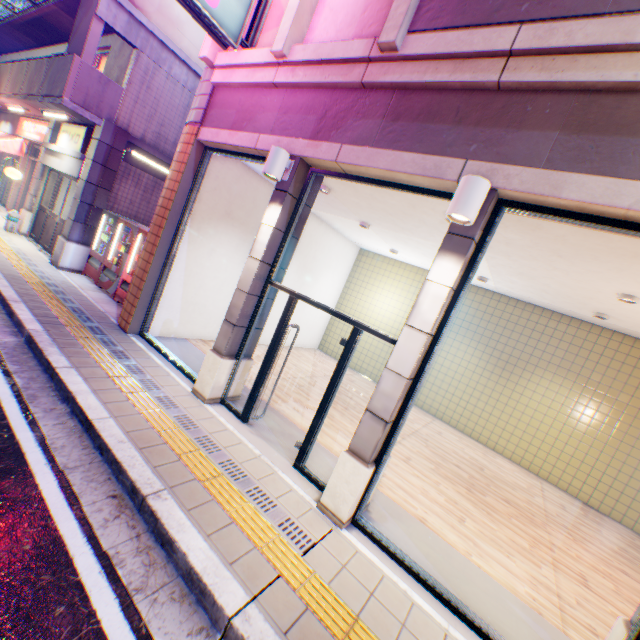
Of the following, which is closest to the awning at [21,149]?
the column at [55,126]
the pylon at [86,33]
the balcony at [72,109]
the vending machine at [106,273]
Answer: the balcony at [72,109]

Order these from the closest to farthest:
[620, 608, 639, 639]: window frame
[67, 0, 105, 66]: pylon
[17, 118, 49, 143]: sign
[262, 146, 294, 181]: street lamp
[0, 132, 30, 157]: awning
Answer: [620, 608, 639, 639]: window frame
[262, 146, 294, 181]: street lamp
[67, 0, 105, 66]: pylon
[17, 118, 49, 143]: sign
[0, 132, 30, 157]: awning

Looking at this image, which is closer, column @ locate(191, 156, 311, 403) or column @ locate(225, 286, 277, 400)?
column @ locate(191, 156, 311, 403)

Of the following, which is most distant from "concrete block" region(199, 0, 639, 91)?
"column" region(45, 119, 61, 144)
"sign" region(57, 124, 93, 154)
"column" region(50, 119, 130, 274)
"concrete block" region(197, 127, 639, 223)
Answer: "column" region(45, 119, 61, 144)

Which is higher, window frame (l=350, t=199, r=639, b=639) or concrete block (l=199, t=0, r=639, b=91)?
concrete block (l=199, t=0, r=639, b=91)

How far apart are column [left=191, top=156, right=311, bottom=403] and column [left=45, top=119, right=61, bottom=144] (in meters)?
10.91

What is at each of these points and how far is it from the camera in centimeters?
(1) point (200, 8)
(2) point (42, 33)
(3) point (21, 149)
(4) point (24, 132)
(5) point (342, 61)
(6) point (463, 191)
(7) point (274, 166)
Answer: (1) sign, 477cm
(2) balcony, 1257cm
(3) awning, 1305cm
(4) sign, 1301cm
(5) concrete block, 447cm
(6) street lamp, 319cm
(7) street lamp, 466cm

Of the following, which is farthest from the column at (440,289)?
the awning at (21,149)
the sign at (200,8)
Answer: the awning at (21,149)
